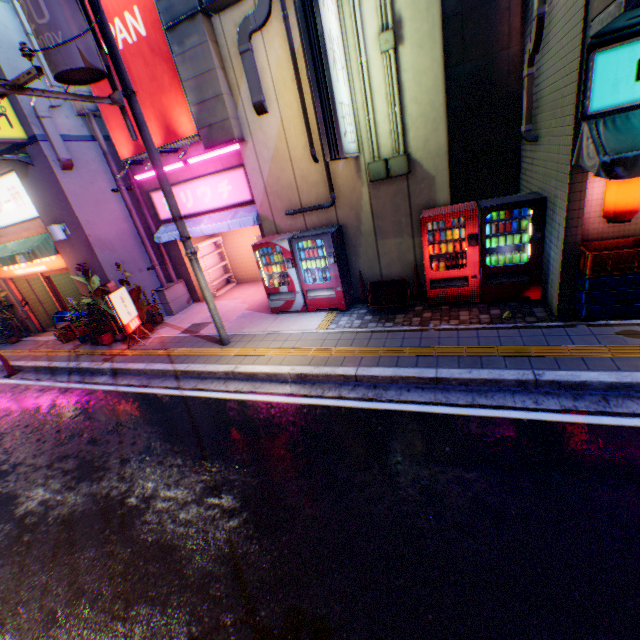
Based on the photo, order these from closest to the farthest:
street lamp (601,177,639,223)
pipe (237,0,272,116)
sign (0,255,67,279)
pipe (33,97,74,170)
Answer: street lamp (601,177,639,223) → pipe (237,0,272,116) → pipe (33,97,74,170) → sign (0,255,67,279)

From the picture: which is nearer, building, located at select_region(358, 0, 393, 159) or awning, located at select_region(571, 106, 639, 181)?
awning, located at select_region(571, 106, 639, 181)

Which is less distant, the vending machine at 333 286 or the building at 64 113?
the vending machine at 333 286

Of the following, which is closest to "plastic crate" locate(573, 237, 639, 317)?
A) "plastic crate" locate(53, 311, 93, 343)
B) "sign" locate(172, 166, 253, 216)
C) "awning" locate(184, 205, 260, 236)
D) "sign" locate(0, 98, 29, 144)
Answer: "awning" locate(184, 205, 260, 236)

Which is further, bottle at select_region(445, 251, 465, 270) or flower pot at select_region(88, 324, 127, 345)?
flower pot at select_region(88, 324, 127, 345)

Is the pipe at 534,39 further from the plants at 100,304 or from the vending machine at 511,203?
the plants at 100,304

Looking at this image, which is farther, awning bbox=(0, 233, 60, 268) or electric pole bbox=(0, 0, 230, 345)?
awning bbox=(0, 233, 60, 268)

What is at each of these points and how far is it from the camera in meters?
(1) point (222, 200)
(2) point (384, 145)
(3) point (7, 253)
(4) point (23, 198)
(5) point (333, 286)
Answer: (1) sign, 9.7
(2) building, 7.2
(3) awning, 10.4
(4) sign, 9.6
(5) vending machine, 8.3
